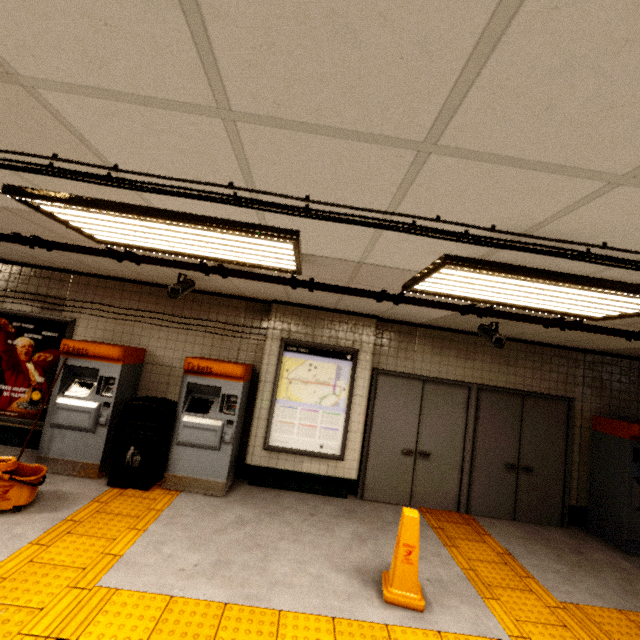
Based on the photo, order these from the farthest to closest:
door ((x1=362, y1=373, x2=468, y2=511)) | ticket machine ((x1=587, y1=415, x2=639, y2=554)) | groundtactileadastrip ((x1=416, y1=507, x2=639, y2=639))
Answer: door ((x1=362, y1=373, x2=468, y2=511)), ticket machine ((x1=587, y1=415, x2=639, y2=554)), groundtactileadastrip ((x1=416, y1=507, x2=639, y2=639))

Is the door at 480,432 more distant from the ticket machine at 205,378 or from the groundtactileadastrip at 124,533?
the ticket machine at 205,378

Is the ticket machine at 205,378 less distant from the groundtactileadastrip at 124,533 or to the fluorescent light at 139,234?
the groundtactileadastrip at 124,533

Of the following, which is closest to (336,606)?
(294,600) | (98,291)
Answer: (294,600)

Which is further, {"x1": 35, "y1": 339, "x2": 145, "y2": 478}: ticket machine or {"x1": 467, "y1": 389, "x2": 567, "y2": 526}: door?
{"x1": 467, "y1": 389, "x2": 567, "y2": 526}: door

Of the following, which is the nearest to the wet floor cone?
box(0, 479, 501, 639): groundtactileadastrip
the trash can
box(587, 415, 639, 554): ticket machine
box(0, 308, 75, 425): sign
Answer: box(0, 479, 501, 639): groundtactileadastrip

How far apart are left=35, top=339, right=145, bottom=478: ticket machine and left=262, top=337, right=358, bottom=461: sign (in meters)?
2.18

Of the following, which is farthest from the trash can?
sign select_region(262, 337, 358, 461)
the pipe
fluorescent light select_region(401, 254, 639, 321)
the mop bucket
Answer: fluorescent light select_region(401, 254, 639, 321)
